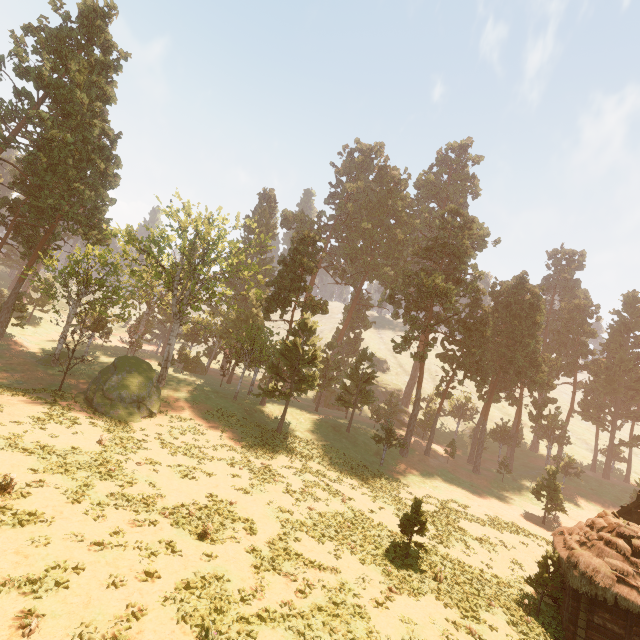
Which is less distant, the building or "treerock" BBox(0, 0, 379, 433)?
the building

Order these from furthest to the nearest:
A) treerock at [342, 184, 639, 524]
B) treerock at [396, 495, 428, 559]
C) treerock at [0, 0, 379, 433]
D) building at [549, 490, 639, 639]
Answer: treerock at [342, 184, 639, 524], treerock at [0, 0, 379, 433], treerock at [396, 495, 428, 559], building at [549, 490, 639, 639]

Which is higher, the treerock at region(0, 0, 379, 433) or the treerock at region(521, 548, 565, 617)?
the treerock at region(0, 0, 379, 433)

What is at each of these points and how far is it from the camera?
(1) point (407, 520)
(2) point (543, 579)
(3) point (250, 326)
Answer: (1) treerock, 19.6 meters
(2) treerock, 18.1 meters
(3) treerock, 39.3 meters

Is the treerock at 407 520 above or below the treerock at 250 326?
below

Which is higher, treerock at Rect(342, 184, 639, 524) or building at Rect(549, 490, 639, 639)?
treerock at Rect(342, 184, 639, 524)

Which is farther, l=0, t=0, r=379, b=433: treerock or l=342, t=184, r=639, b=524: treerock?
l=342, t=184, r=639, b=524: treerock
